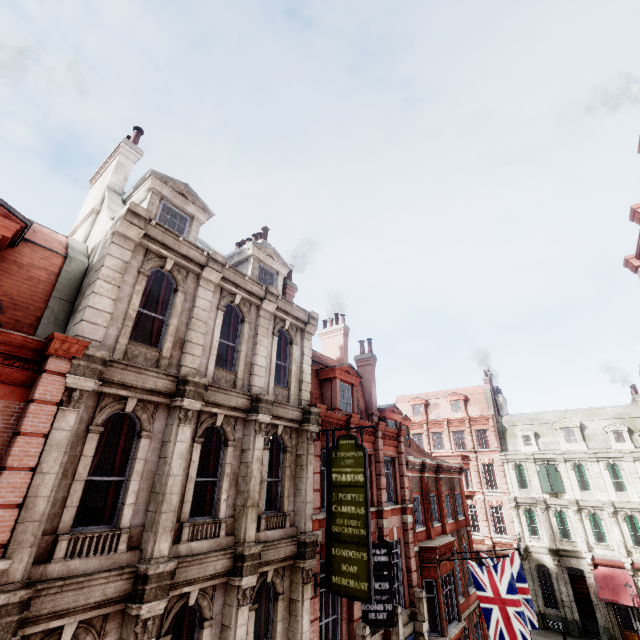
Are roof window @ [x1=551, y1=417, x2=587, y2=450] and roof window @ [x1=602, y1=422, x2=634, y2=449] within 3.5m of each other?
yes

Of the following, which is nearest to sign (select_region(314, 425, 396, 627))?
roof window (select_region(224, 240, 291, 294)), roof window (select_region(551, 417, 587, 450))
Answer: roof window (select_region(224, 240, 291, 294))

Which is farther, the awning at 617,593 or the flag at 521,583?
the awning at 617,593

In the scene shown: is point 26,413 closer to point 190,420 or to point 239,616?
point 190,420

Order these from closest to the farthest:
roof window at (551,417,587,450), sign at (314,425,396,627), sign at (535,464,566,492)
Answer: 1. sign at (314,425,396,627)
2. sign at (535,464,566,492)
3. roof window at (551,417,587,450)

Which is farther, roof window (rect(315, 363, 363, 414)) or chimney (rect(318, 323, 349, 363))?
chimney (rect(318, 323, 349, 363))

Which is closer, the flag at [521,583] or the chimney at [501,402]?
the flag at [521,583]

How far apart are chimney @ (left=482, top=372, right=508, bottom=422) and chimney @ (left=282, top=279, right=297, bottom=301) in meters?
34.6
